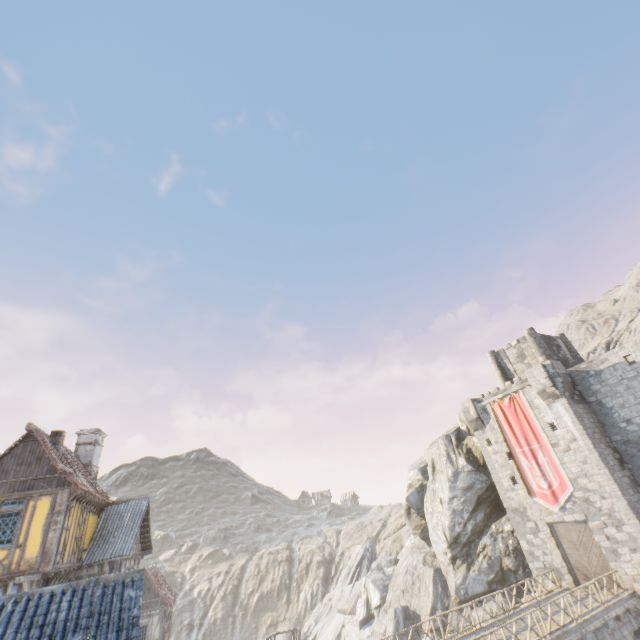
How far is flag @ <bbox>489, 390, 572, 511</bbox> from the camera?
24.42m

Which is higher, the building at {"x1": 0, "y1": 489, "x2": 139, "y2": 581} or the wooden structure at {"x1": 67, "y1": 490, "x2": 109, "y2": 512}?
the wooden structure at {"x1": 67, "y1": 490, "x2": 109, "y2": 512}

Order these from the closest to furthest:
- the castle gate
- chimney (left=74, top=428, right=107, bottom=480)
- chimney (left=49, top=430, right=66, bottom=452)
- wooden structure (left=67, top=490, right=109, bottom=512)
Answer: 1. wooden structure (left=67, top=490, right=109, bottom=512)
2. chimney (left=49, top=430, right=66, bottom=452)
3. chimney (left=74, top=428, right=107, bottom=480)
4. the castle gate

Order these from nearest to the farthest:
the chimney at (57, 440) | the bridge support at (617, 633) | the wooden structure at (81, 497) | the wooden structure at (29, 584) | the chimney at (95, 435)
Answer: the wooden structure at (29, 584)
the wooden structure at (81, 497)
the chimney at (57, 440)
the bridge support at (617, 633)
the chimney at (95, 435)

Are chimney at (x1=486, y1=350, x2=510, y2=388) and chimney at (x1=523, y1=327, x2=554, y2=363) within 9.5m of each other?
yes

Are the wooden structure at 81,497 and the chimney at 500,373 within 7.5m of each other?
no

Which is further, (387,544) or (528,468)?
(387,544)

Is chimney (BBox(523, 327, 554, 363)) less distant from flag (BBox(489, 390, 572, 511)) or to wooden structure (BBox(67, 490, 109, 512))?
flag (BBox(489, 390, 572, 511))
